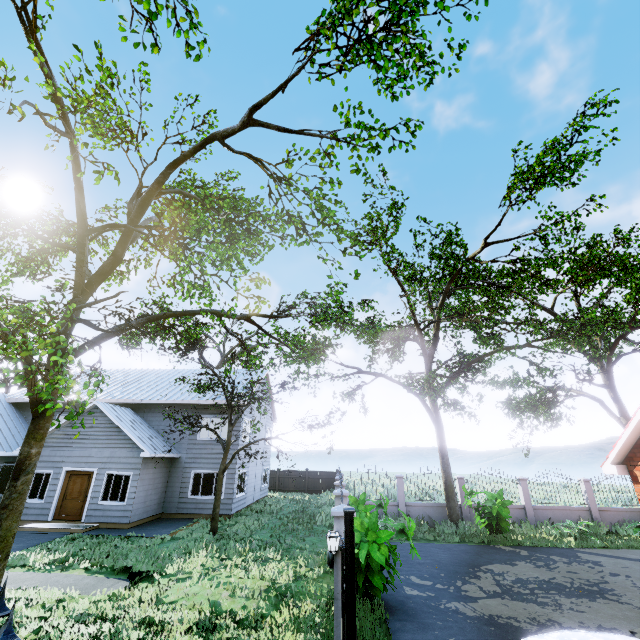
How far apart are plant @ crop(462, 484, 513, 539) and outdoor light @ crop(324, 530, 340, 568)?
11.7m

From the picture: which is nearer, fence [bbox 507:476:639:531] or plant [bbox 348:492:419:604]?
plant [bbox 348:492:419:604]

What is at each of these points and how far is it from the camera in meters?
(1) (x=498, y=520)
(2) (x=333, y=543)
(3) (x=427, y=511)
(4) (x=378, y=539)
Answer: (1) plant, 14.2 m
(2) outdoor light, 5.5 m
(3) fence, 17.1 m
(4) plant, 7.8 m

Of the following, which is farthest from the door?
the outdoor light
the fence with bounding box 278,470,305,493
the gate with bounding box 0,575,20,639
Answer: the gate with bounding box 0,575,20,639

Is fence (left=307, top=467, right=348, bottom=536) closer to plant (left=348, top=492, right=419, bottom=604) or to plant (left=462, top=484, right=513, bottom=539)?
plant (left=348, top=492, right=419, bottom=604)

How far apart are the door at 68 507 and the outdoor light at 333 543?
15.16m

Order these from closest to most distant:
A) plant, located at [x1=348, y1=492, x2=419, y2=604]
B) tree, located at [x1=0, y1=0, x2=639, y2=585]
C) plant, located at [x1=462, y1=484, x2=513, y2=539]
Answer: tree, located at [x1=0, y1=0, x2=639, y2=585] → plant, located at [x1=348, y1=492, x2=419, y2=604] → plant, located at [x1=462, y1=484, x2=513, y2=539]

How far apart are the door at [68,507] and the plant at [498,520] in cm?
1799
